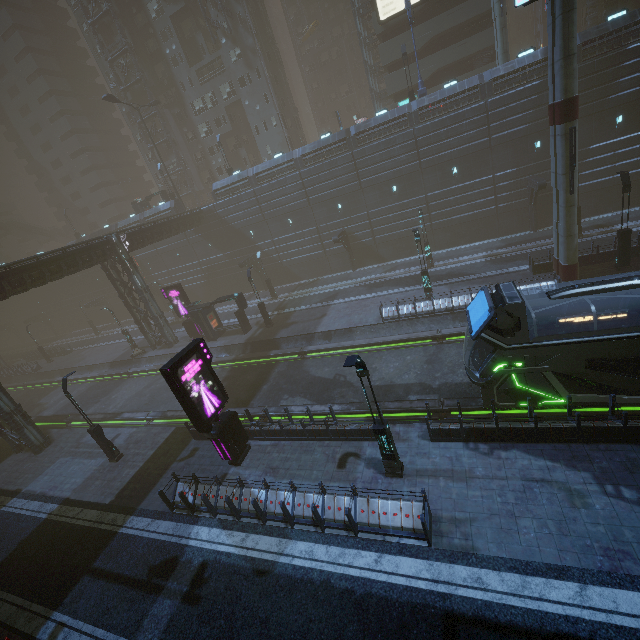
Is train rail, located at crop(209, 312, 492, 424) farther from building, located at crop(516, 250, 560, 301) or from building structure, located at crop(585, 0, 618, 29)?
building structure, located at crop(585, 0, 618, 29)

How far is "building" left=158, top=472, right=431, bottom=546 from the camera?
10.0m

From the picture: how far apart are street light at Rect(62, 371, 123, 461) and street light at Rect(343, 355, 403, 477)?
15.6 meters

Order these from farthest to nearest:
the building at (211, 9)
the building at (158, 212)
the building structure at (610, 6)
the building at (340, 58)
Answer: the building at (340, 58)
the building at (158, 212)
the building at (211, 9)
the building structure at (610, 6)

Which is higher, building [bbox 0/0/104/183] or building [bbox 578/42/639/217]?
building [bbox 0/0/104/183]

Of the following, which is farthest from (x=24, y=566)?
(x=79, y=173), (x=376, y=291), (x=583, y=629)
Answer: (x=79, y=173)

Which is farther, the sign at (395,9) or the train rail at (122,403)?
the sign at (395,9)

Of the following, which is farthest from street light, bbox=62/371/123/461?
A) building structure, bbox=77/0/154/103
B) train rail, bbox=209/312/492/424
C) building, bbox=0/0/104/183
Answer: building structure, bbox=77/0/154/103
